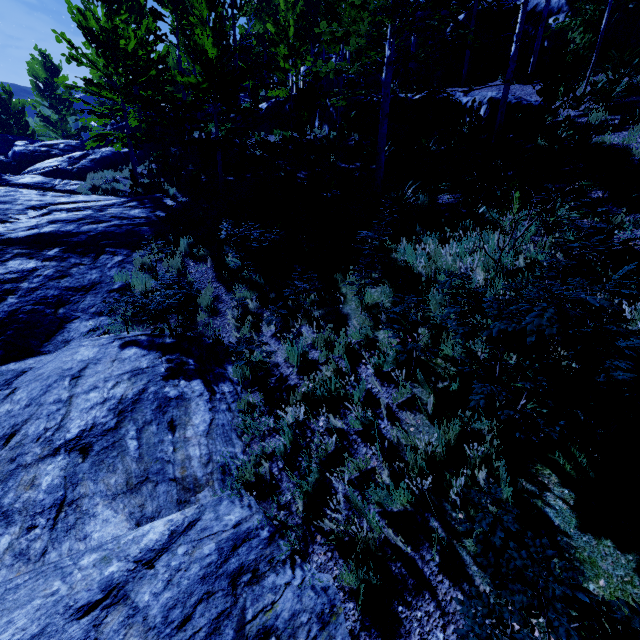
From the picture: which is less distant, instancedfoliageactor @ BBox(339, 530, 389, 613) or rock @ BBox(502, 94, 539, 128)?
instancedfoliageactor @ BBox(339, 530, 389, 613)

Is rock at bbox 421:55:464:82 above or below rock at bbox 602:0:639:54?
above

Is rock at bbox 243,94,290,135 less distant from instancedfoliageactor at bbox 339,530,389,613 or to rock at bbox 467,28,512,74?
instancedfoliageactor at bbox 339,530,389,613

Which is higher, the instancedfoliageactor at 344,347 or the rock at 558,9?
the rock at 558,9

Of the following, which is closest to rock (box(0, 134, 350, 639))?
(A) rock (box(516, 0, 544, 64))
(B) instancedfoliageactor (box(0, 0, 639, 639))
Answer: (B) instancedfoliageactor (box(0, 0, 639, 639))

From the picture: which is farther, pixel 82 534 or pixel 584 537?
pixel 82 534

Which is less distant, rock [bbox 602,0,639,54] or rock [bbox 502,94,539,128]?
rock [bbox 502,94,539,128]

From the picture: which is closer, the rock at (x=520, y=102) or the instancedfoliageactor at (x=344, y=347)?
the instancedfoliageactor at (x=344, y=347)
